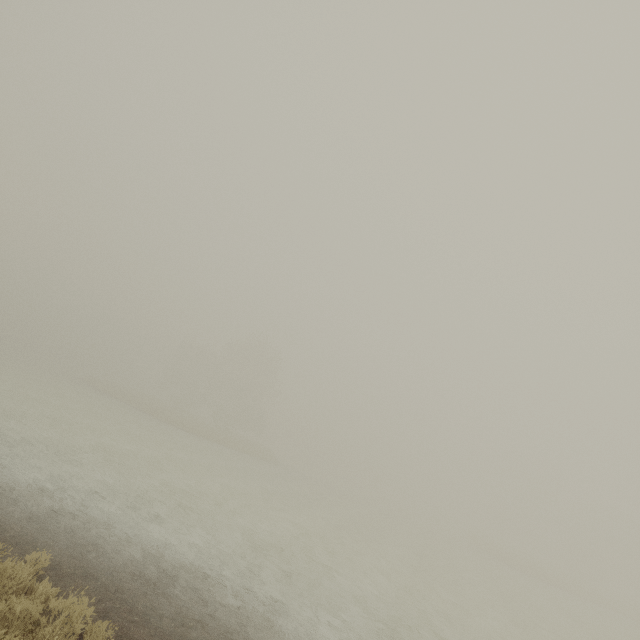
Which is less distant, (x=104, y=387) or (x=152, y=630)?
(x=152, y=630)
